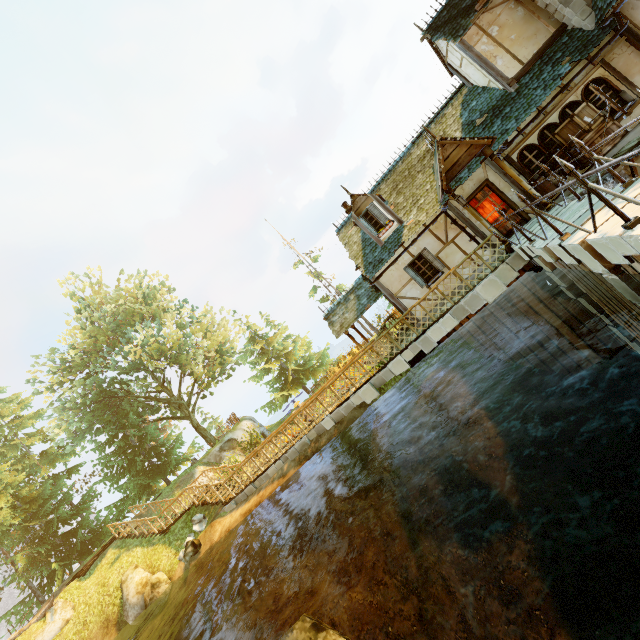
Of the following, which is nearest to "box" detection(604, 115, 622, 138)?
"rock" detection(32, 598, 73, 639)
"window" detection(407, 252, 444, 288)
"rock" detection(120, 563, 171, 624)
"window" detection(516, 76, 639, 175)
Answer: "window" detection(516, 76, 639, 175)

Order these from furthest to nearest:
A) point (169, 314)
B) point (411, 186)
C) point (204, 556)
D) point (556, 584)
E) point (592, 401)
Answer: point (169, 314) → point (204, 556) → point (411, 186) → point (592, 401) → point (556, 584)

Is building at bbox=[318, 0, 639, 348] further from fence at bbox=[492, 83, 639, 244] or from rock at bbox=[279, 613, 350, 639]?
rock at bbox=[279, 613, 350, 639]

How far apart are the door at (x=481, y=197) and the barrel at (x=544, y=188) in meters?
0.9 m

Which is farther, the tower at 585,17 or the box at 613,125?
the tower at 585,17

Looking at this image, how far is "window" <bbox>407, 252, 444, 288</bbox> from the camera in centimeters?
1320cm

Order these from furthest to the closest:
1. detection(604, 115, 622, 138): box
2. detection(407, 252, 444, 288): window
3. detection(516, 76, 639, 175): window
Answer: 1. detection(407, 252, 444, 288): window
2. detection(516, 76, 639, 175): window
3. detection(604, 115, 622, 138): box

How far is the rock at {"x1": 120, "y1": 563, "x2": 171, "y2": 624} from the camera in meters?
15.7 m
